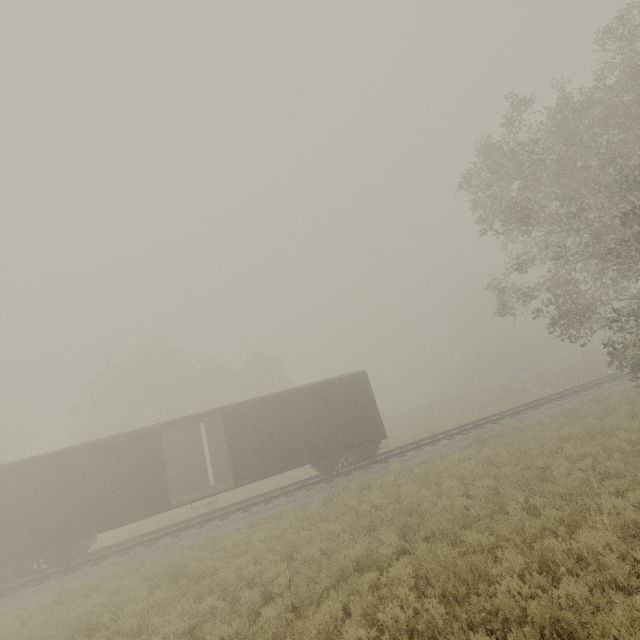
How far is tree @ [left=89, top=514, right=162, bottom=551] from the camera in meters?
17.7

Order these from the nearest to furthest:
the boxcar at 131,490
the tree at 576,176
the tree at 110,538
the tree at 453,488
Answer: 1. the tree at 453,488
2. the tree at 576,176
3. the boxcar at 131,490
4. the tree at 110,538

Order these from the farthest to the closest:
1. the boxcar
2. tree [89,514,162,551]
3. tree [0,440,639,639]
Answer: tree [89,514,162,551] < the boxcar < tree [0,440,639,639]

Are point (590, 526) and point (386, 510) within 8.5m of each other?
yes

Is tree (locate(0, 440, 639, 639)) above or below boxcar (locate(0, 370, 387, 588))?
below

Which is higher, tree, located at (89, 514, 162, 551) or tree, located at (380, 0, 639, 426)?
tree, located at (380, 0, 639, 426)

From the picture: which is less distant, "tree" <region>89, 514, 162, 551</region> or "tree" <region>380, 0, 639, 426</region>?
"tree" <region>380, 0, 639, 426</region>

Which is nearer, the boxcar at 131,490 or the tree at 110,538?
the boxcar at 131,490
